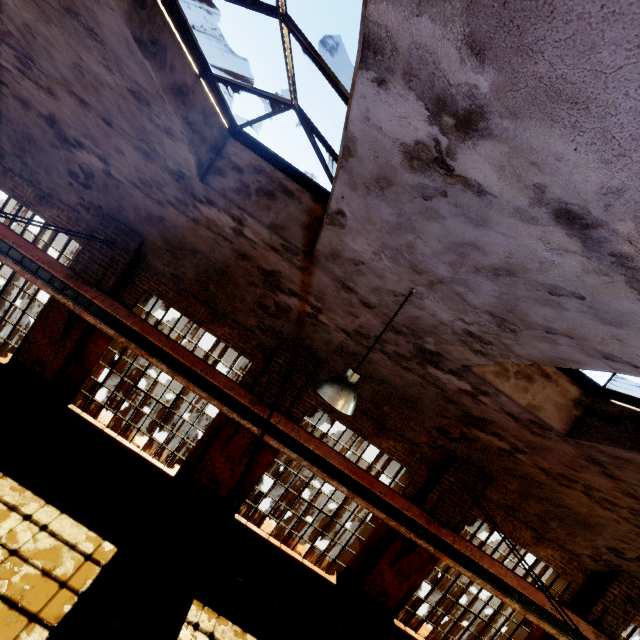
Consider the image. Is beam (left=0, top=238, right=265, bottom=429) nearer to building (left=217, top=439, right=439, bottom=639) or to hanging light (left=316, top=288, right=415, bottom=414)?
building (left=217, top=439, right=439, bottom=639)

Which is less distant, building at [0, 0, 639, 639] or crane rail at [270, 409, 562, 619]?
building at [0, 0, 639, 639]

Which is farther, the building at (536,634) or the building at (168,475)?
the building at (536,634)

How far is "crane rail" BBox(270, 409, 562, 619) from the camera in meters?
7.4 m

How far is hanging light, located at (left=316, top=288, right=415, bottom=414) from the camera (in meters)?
3.71

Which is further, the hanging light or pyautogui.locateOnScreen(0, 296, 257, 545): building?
pyautogui.locateOnScreen(0, 296, 257, 545): building

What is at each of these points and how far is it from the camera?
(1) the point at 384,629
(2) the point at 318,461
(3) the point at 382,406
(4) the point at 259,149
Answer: (1) building, 8.4m
(2) beam, 7.4m
(3) building, 7.6m
(4) window frame, 4.9m

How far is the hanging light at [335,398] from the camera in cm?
371
